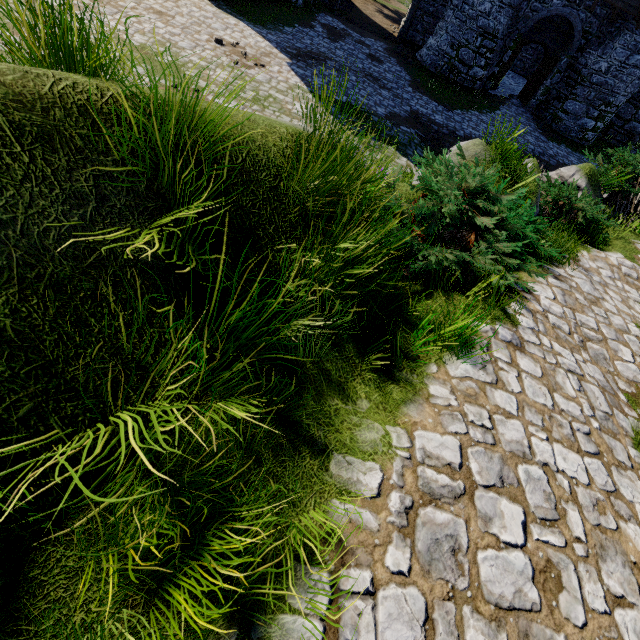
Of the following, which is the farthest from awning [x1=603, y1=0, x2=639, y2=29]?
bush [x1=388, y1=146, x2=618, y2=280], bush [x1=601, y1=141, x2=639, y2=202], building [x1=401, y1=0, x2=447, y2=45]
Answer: bush [x1=388, y1=146, x2=618, y2=280]

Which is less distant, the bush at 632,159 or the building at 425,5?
the bush at 632,159

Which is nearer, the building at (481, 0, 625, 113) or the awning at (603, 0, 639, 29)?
the awning at (603, 0, 639, 29)

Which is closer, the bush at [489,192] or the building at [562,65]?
Result: the bush at [489,192]

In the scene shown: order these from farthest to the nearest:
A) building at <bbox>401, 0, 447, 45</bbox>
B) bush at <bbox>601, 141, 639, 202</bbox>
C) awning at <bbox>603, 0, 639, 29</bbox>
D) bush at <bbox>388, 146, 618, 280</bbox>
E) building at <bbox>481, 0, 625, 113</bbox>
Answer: building at <bbox>401, 0, 447, 45</bbox> → building at <bbox>481, 0, 625, 113</bbox> → awning at <bbox>603, 0, 639, 29</bbox> → bush at <bbox>601, 141, 639, 202</bbox> → bush at <bbox>388, 146, 618, 280</bbox>

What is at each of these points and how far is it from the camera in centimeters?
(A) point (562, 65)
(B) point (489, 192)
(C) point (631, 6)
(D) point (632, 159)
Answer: (A) building, 1838cm
(B) bush, 497cm
(C) awning, 1573cm
(D) bush, 942cm

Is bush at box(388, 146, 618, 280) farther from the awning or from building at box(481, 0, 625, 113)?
building at box(481, 0, 625, 113)

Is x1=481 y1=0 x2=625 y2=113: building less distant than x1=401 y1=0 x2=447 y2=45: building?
Yes
